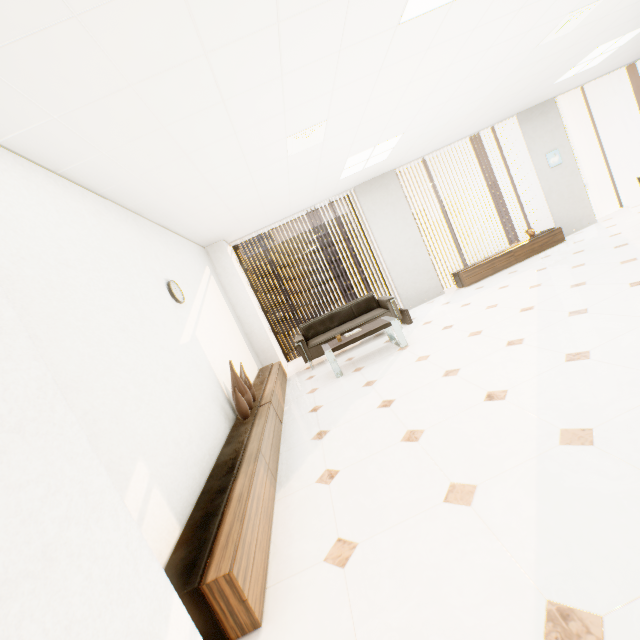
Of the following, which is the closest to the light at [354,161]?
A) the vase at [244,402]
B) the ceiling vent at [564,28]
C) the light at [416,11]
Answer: the ceiling vent at [564,28]

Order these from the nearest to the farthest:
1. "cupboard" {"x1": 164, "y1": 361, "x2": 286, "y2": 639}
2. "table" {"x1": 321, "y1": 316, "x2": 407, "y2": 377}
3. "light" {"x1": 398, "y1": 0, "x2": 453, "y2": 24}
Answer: "cupboard" {"x1": 164, "y1": 361, "x2": 286, "y2": 639}
"light" {"x1": 398, "y1": 0, "x2": 453, "y2": 24}
"table" {"x1": 321, "y1": 316, "x2": 407, "y2": 377}

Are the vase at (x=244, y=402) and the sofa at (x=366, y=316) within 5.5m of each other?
yes

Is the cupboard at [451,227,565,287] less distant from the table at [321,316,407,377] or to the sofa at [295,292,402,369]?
the sofa at [295,292,402,369]

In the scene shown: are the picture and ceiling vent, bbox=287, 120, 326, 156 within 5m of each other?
no

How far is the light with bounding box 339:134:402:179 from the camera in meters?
5.1 m

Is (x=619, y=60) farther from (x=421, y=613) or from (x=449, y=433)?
(x=421, y=613)

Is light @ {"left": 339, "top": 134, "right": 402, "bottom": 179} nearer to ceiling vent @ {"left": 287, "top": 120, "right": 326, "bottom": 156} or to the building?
ceiling vent @ {"left": 287, "top": 120, "right": 326, "bottom": 156}
